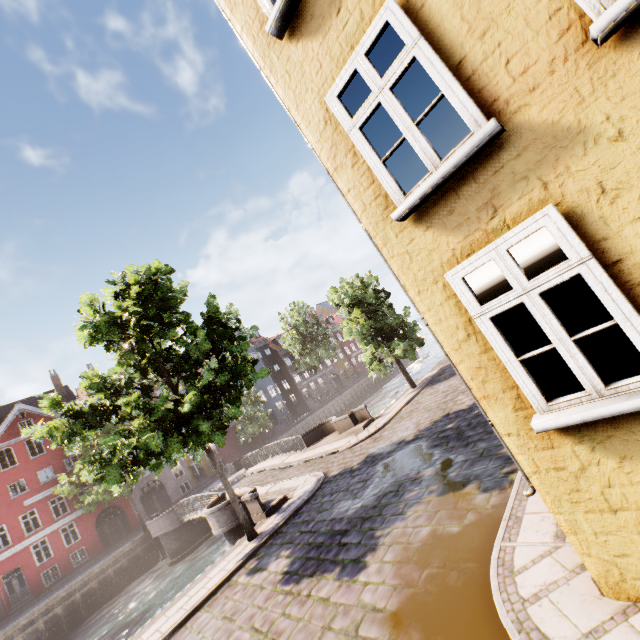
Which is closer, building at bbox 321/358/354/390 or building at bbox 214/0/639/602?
building at bbox 214/0/639/602

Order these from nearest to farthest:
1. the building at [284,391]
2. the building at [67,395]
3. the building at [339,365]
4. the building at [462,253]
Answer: the building at [462,253]
the building at [67,395]
the building at [284,391]
the building at [339,365]

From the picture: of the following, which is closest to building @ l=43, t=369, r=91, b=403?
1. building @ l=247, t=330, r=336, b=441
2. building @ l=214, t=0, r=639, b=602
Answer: building @ l=247, t=330, r=336, b=441

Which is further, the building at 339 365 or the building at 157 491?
the building at 339 365

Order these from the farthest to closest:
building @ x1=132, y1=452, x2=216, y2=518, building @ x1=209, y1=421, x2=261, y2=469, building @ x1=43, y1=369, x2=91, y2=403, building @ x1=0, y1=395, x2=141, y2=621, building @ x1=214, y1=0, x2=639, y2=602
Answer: building @ x1=209, y1=421, x2=261, y2=469, building @ x1=43, y1=369, x2=91, y2=403, building @ x1=132, y1=452, x2=216, y2=518, building @ x1=0, y1=395, x2=141, y2=621, building @ x1=214, y1=0, x2=639, y2=602

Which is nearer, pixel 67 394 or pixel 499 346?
pixel 499 346

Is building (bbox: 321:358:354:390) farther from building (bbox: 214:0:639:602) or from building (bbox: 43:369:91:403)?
building (bbox: 214:0:639:602)
